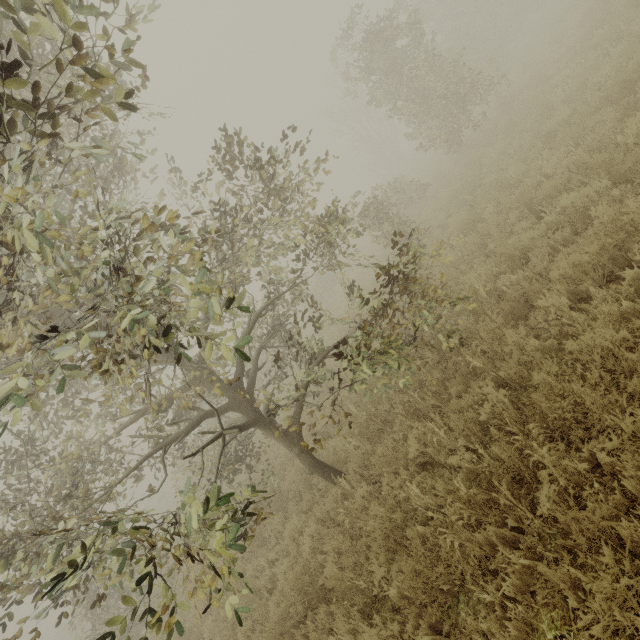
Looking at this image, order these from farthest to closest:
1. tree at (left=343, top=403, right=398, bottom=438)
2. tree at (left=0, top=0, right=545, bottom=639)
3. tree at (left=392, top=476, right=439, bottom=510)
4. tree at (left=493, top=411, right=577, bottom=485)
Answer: tree at (left=343, top=403, right=398, bottom=438) → tree at (left=392, top=476, right=439, bottom=510) → tree at (left=493, top=411, right=577, bottom=485) → tree at (left=0, top=0, right=545, bottom=639)

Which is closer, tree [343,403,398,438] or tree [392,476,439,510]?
tree [392,476,439,510]

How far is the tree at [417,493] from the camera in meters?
4.3 m

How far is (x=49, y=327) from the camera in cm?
500

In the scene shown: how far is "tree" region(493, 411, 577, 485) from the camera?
3.2 meters

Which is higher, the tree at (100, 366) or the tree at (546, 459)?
the tree at (100, 366)

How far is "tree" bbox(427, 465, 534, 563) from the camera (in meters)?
3.37
